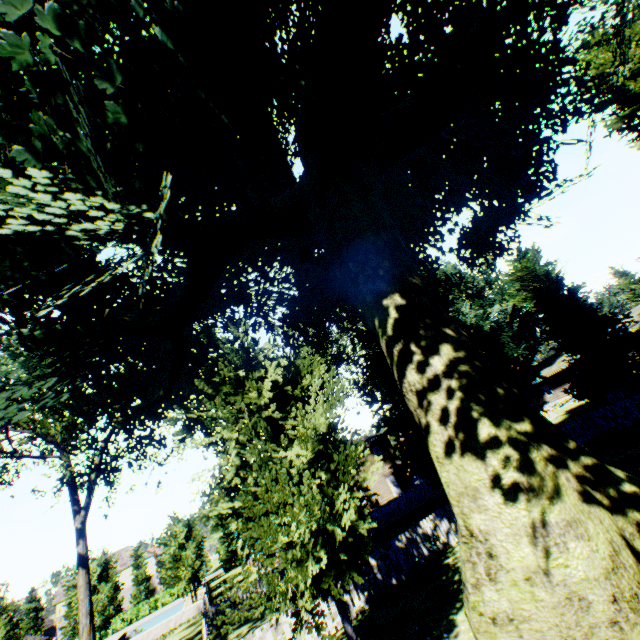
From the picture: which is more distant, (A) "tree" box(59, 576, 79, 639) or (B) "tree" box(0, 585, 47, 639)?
(A) "tree" box(59, 576, 79, 639)

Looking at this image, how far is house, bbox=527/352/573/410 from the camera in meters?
44.0 m

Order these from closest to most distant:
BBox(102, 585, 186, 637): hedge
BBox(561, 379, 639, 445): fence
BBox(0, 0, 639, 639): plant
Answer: BBox(0, 0, 639, 639): plant → BBox(561, 379, 639, 445): fence → BBox(102, 585, 186, 637): hedge

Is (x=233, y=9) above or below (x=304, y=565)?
above

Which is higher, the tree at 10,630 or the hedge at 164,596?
the tree at 10,630

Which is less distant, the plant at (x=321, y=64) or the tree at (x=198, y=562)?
the plant at (x=321, y=64)

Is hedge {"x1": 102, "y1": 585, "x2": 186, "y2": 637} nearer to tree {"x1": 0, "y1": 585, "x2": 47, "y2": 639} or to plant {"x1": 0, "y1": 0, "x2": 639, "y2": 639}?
tree {"x1": 0, "y1": 585, "x2": 47, "y2": 639}

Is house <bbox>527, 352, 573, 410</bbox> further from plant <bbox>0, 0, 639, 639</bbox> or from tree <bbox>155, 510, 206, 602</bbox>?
tree <bbox>155, 510, 206, 602</bbox>
